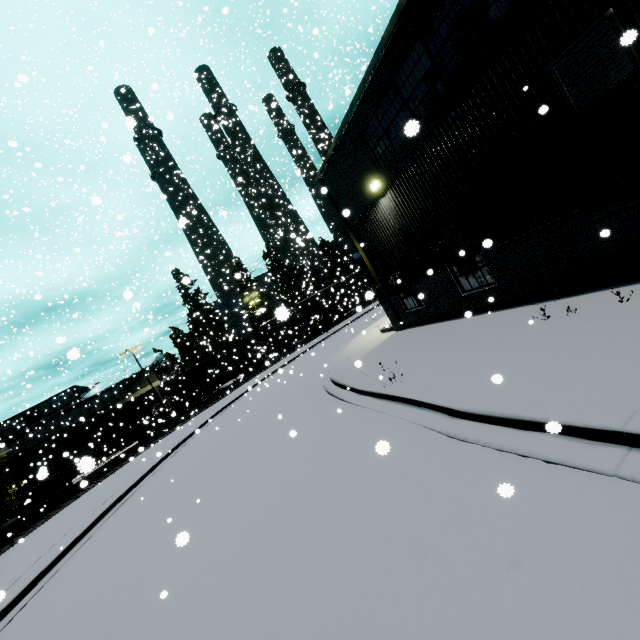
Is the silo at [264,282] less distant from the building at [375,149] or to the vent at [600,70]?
the building at [375,149]

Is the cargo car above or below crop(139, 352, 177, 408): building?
below

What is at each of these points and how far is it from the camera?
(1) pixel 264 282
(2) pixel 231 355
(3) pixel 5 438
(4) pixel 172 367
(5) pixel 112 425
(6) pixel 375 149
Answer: (1) silo, 55.28m
(2) coal car, 39.91m
(3) building, 39.41m
(4) building, 58.06m
(5) coal car, 29.19m
(6) building, 10.82m

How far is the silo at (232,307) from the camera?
54.3 meters

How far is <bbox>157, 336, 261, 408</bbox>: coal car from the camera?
34.9 meters

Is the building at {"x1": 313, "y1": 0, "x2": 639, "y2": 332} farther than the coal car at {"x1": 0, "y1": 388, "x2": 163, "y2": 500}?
No

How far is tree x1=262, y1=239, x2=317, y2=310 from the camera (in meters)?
45.20

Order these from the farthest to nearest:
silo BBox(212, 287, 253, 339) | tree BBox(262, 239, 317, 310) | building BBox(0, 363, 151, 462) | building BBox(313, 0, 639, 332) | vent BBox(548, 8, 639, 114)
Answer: silo BBox(212, 287, 253, 339), tree BBox(262, 239, 317, 310), building BBox(0, 363, 151, 462), building BBox(313, 0, 639, 332), vent BBox(548, 8, 639, 114)
